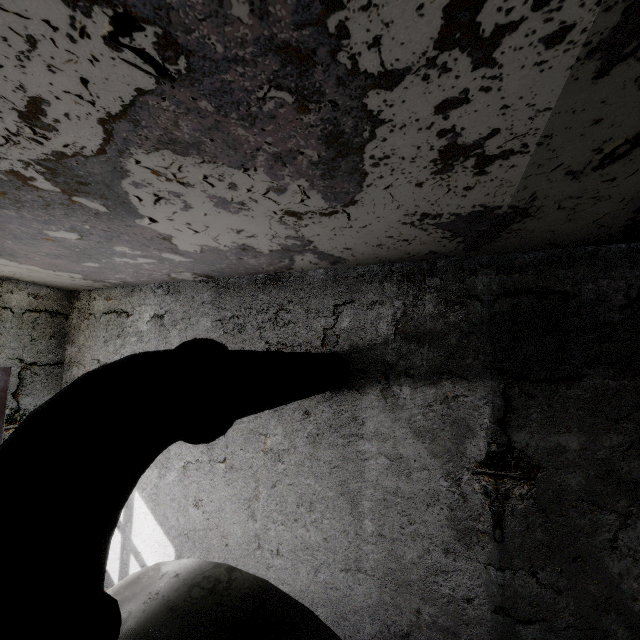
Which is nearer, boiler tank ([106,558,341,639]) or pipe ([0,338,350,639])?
pipe ([0,338,350,639])

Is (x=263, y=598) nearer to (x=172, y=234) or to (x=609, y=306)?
(x=172, y=234)

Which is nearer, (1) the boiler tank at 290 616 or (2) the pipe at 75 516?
(2) the pipe at 75 516

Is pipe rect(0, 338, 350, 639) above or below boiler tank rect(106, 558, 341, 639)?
above

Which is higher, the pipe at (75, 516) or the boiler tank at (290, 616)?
the pipe at (75, 516)
